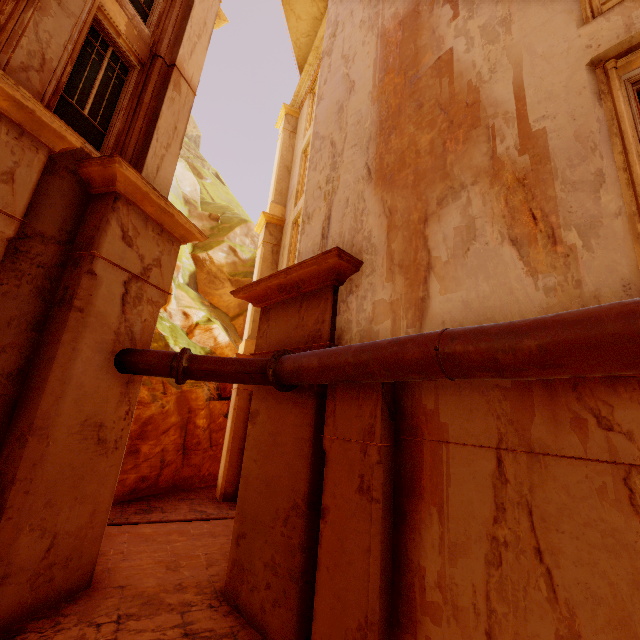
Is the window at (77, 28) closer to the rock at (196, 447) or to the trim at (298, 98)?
the trim at (298, 98)

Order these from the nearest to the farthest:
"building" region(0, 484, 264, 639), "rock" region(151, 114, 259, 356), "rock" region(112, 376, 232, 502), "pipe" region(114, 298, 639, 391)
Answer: "pipe" region(114, 298, 639, 391)
"building" region(0, 484, 264, 639)
"rock" region(112, 376, 232, 502)
"rock" region(151, 114, 259, 356)

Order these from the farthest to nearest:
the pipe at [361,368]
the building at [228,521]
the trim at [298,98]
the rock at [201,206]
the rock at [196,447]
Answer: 1. the rock at [201,206]
2. the trim at [298,98]
3. the rock at [196,447]
4. the building at [228,521]
5. the pipe at [361,368]

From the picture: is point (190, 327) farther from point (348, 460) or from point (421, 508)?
point (421, 508)

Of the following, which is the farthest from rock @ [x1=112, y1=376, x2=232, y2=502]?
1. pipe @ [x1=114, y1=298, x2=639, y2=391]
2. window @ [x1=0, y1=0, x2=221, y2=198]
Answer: window @ [x1=0, y1=0, x2=221, y2=198]

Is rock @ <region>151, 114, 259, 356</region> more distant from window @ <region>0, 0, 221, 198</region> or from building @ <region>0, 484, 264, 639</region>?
window @ <region>0, 0, 221, 198</region>

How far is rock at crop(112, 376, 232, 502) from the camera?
11.32m

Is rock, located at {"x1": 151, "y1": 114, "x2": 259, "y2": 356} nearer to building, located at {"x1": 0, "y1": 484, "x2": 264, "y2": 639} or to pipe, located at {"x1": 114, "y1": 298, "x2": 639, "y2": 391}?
building, located at {"x1": 0, "y1": 484, "x2": 264, "y2": 639}
